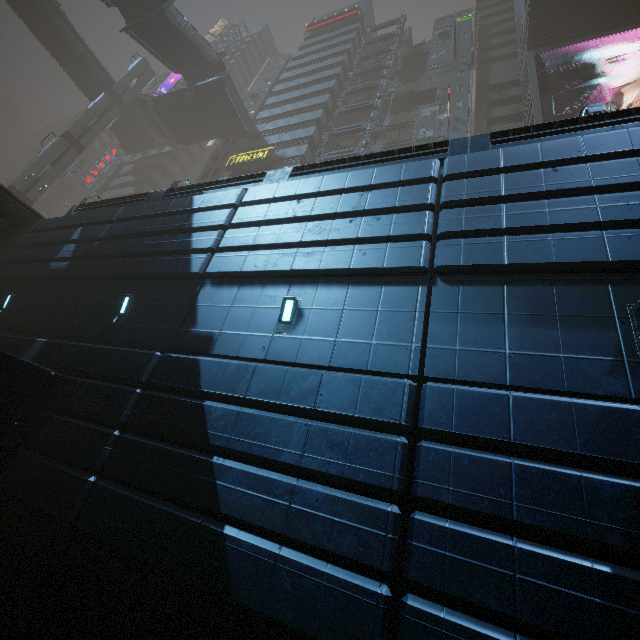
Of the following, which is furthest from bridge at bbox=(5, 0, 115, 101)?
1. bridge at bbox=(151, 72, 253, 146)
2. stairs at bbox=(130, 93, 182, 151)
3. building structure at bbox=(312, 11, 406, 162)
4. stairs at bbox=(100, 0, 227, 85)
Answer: building structure at bbox=(312, 11, 406, 162)

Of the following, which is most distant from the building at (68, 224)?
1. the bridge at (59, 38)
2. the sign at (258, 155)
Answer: the bridge at (59, 38)

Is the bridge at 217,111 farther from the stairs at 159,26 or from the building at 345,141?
the building at 345,141

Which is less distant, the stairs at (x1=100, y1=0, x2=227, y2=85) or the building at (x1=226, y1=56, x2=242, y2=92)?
the stairs at (x1=100, y1=0, x2=227, y2=85)

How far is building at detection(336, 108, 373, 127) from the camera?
35.00m

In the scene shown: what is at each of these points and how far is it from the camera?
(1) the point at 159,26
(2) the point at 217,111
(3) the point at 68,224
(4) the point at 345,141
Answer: (1) stairs, 28.44m
(2) bridge, 36.44m
(3) building, 13.80m
(4) building, 34.06m

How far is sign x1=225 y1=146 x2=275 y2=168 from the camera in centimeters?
3113cm

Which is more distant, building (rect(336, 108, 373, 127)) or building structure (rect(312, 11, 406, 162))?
building (rect(336, 108, 373, 127))
